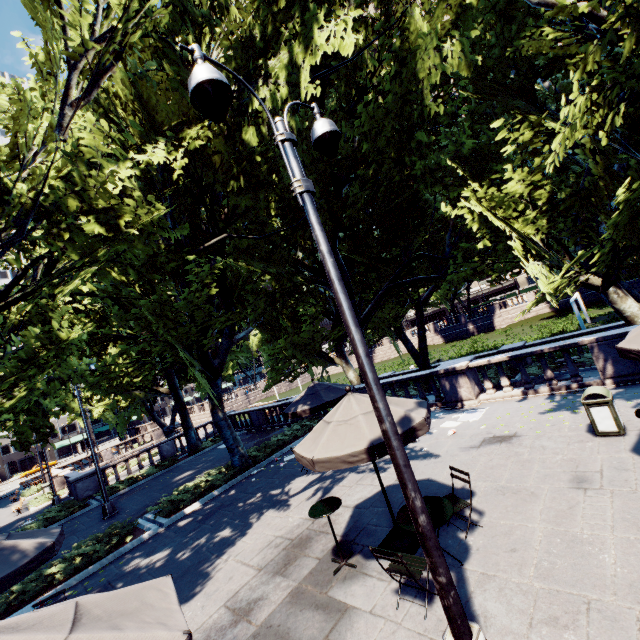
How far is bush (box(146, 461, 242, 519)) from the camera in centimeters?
1231cm

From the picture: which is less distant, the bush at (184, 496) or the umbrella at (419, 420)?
the umbrella at (419, 420)

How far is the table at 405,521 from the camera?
5.0m

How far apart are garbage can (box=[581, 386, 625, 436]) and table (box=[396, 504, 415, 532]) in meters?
4.7

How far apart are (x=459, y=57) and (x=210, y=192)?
10.62m

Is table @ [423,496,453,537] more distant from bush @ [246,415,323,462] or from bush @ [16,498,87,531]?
bush @ [16,498,87,531]

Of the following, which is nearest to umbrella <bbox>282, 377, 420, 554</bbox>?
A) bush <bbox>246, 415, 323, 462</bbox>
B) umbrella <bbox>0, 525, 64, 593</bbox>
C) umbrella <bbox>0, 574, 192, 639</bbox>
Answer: umbrella <bbox>0, 574, 192, 639</bbox>
